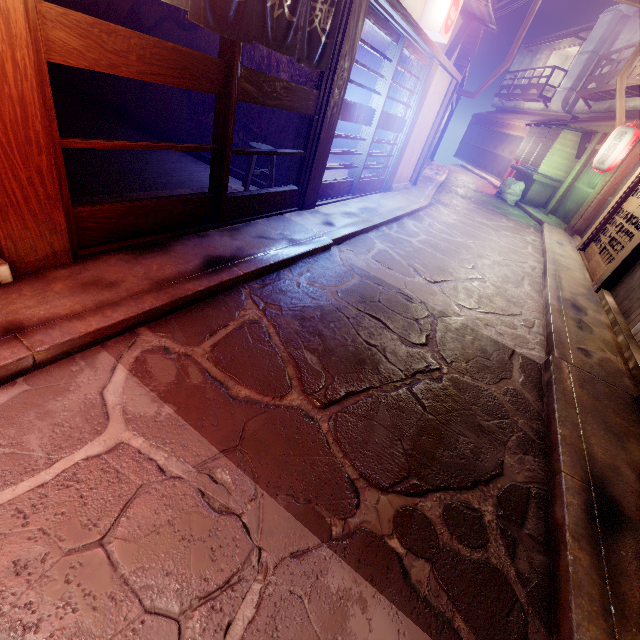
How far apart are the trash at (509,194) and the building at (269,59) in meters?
25.0

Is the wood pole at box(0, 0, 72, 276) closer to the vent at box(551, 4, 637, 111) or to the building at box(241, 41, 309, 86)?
the building at box(241, 41, 309, 86)

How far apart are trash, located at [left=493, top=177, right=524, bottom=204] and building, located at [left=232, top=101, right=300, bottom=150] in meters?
25.0 m

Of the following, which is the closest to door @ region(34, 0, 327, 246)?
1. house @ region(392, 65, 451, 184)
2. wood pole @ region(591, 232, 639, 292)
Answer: house @ region(392, 65, 451, 184)

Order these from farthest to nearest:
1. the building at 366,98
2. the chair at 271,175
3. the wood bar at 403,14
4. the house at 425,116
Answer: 1. the building at 366,98
2. the house at 425,116
3. the chair at 271,175
4. the wood bar at 403,14

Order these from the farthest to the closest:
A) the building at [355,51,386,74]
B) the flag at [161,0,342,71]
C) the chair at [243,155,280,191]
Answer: the building at [355,51,386,74]
the chair at [243,155,280,191]
the flag at [161,0,342,71]

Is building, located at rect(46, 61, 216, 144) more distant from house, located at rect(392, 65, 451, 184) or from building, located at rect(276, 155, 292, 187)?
house, located at rect(392, 65, 451, 184)

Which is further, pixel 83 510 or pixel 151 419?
pixel 151 419
